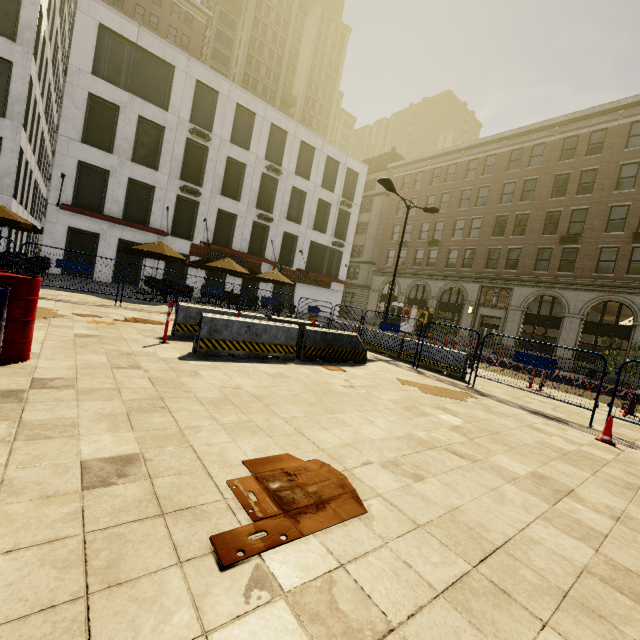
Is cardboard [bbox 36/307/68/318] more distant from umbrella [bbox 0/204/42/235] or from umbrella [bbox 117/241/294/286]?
umbrella [bbox 117/241/294/286]

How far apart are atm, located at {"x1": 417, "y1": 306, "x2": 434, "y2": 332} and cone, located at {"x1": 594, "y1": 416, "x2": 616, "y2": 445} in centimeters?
2680cm

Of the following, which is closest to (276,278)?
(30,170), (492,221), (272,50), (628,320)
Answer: (30,170)

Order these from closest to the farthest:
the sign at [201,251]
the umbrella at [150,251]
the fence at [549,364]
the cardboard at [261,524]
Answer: the cardboard at [261,524] → the fence at [549,364] → the umbrella at [150,251] → the sign at [201,251]

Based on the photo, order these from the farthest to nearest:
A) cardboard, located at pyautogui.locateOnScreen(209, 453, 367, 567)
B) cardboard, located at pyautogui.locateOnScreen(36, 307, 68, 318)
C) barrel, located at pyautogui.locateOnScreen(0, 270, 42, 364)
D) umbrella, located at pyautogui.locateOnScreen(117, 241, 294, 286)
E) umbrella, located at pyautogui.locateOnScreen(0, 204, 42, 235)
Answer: umbrella, located at pyautogui.locateOnScreen(117, 241, 294, 286) < umbrella, located at pyautogui.locateOnScreen(0, 204, 42, 235) < cardboard, located at pyautogui.locateOnScreen(36, 307, 68, 318) < barrel, located at pyautogui.locateOnScreen(0, 270, 42, 364) < cardboard, located at pyautogui.locateOnScreen(209, 453, 367, 567)

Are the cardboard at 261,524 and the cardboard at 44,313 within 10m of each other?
yes

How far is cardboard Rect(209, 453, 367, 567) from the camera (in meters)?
1.94

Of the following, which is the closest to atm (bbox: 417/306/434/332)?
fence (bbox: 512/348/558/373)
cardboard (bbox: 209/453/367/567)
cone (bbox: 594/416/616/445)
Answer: fence (bbox: 512/348/558/373)
